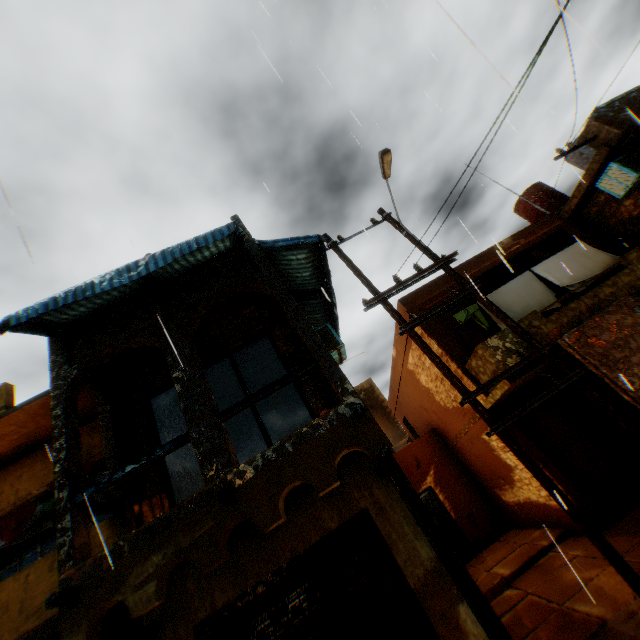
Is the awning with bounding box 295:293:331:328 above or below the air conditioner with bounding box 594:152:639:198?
above

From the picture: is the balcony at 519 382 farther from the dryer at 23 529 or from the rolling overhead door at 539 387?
the dryer at 23 529

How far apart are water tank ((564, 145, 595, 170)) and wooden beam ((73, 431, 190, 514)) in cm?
1793

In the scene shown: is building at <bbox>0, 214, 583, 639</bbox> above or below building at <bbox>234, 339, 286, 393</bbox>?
below

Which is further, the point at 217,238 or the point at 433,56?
the point at 433,56

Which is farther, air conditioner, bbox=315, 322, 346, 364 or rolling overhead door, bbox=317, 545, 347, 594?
air conditioner, bbox=315, 322, 346, 364

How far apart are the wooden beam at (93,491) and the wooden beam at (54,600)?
1.1 meters

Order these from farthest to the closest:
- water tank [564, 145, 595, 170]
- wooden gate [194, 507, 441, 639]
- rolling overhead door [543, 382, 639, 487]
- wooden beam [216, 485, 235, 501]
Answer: water tank [564, 145, 595, 170] < rolling overhead door [543, 382, 639, 487] < wooden gate [194, 507, 441, 639] < wooden beam [216, 485, 235, 501]
